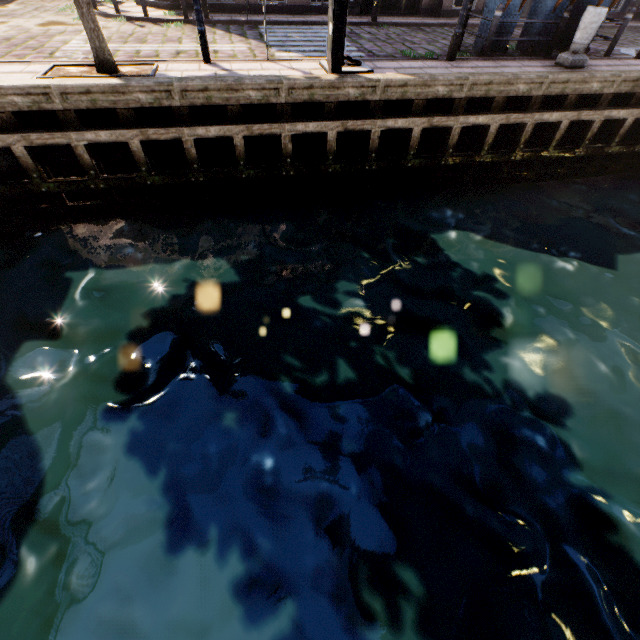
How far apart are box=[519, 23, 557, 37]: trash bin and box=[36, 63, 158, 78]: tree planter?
9.86m

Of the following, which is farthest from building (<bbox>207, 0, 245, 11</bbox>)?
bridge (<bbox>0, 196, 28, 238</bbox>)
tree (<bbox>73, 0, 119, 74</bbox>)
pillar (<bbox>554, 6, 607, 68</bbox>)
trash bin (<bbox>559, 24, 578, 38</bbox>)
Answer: bridge (<bbox>0, 196, 28, 238</bbox>)

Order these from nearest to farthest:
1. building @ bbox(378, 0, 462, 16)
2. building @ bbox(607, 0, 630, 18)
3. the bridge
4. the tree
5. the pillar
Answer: the tree < the bridge < the pillar < building @ bbox(378, 0, 462, 16) < building @ bbox(607, 0, 630, 18)

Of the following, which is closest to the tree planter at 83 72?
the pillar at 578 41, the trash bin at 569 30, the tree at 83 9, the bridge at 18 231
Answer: the tree at 83 9

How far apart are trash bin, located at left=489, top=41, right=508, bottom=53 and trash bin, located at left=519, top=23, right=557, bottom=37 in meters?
0.6 m

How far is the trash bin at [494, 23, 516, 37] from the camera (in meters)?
8.45

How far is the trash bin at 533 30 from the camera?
8.70m

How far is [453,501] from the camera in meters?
3.8
